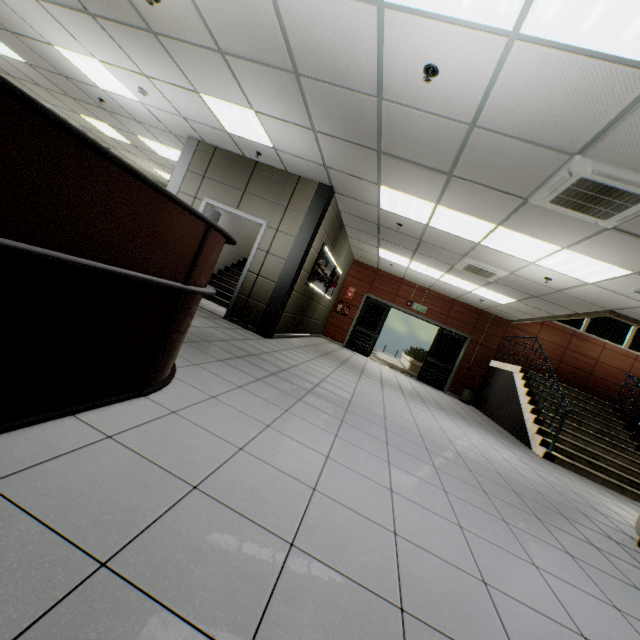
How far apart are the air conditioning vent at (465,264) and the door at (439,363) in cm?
408

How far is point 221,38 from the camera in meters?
3.5 m

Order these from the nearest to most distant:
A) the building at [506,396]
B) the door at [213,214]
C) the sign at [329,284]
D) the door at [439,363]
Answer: the door at [213,214] < the sign at [329,284] < the building at [506,396] < the door at [439,363]

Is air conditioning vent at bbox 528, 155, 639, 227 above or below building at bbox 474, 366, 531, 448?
above

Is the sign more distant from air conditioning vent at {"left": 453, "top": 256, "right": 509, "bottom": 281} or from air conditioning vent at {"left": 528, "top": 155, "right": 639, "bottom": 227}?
air conditioning vent at {"left": 528, "top": 155, "right": 639, "bottom": 227}

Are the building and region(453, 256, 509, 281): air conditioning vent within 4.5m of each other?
yes

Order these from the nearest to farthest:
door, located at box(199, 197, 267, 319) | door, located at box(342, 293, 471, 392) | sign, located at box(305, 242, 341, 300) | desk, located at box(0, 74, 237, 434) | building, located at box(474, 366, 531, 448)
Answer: desk, located at box(0, 74, 237, 434)
door, located at box(199, 197, 267, 319)
sign, located at box(305, 242, 341, 300)
building, located at box(474, 366, 531, 448)
door, located at box(342, 293, 471, 392)

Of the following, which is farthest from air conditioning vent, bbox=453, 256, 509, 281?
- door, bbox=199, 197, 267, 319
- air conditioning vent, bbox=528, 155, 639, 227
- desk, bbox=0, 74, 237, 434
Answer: desk, bbox=0, 74, 237, 434
